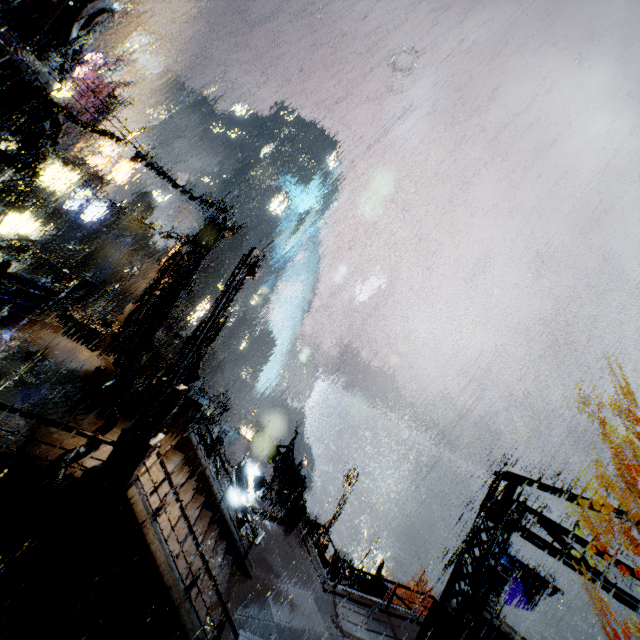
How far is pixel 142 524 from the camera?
8.1 meters

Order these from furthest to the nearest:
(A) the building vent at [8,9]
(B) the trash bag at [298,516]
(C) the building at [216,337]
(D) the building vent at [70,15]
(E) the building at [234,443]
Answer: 1. (E) the building at [234,443]
2. (B) the trash bag at [298,516]
3. (C) the building at [216,337]
4. (D) the building vent at [70,15]
5. (A) the building vent at [8,9]

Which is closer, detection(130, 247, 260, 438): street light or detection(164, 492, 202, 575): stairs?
detection(130, 247, 260, 438): street light

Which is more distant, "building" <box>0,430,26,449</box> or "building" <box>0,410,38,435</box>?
"building" <box>0,410,38,435</box>

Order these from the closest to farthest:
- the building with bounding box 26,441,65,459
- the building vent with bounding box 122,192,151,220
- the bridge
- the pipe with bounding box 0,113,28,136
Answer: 1. the building with bounding box 26,441,65,459
2. the pipe with bounding box 0,113,28,136
3. the bridge
4. the building vent with bounding box 122,192,151,220

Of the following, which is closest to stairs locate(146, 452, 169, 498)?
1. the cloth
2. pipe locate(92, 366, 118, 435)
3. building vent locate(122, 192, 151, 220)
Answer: pipe locate(92, 366, 118, 435)

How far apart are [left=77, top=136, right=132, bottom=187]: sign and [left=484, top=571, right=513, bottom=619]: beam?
44.5 meters

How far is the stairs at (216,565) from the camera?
11.2 meters
